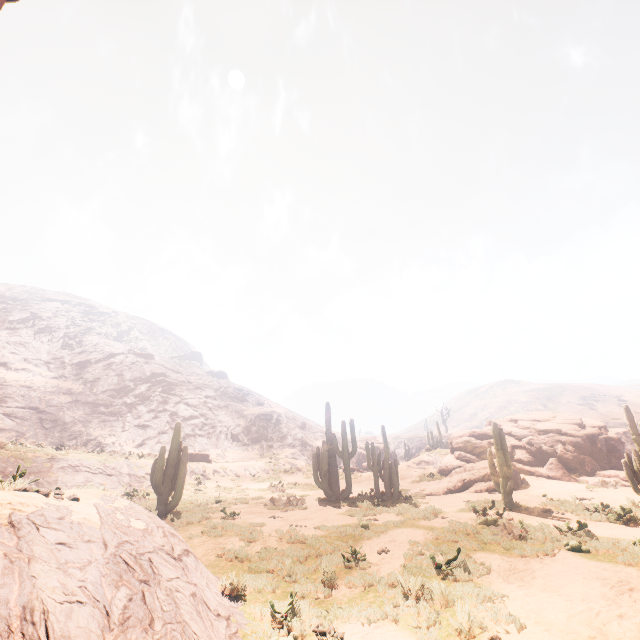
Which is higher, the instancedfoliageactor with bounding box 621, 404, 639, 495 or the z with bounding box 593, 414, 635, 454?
the z with bounding box 593, 414, 635, 454

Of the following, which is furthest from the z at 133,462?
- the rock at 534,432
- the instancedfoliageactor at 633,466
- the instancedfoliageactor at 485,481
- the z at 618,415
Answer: the instancedfoliageactor at 633,466

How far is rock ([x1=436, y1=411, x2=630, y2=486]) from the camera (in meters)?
21.02

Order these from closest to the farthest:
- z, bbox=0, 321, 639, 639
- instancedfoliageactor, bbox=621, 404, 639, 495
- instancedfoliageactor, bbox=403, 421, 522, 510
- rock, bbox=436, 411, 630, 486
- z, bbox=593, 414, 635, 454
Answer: z, bbox=0, 321, 639, 639
instancedfoliageactor, bbox=621, 404, 639, 495
instancedfoliageactor, bbox=403, 421, 522, 510
rock, bbox=436, 411, 630, 486
z, bbox=593, 414, 635, 454

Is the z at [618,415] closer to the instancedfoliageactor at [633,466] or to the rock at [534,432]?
the rock at [534,432]

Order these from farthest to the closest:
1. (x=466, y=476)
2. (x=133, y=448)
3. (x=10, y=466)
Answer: (x=133, y=448)
(x=466, y=476)
(x=10, y=466)

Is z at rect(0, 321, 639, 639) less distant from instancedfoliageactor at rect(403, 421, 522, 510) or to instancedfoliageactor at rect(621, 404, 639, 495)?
instancedfoliageactor at rect(403, 421, 522, 510)

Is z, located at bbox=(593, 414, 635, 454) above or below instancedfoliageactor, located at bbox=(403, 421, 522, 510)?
above
